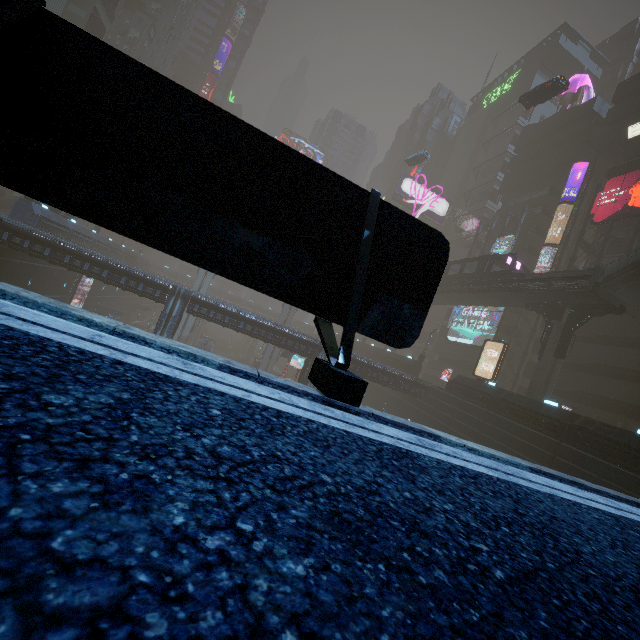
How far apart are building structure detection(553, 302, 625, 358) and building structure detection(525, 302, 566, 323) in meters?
0.7 m

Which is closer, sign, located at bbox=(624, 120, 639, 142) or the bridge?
the bridge

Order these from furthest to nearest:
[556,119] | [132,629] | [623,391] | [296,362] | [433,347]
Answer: [433,347]
[556,119]
[296,362]
[623,391]
[132,629]

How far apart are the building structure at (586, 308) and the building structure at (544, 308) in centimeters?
68cm

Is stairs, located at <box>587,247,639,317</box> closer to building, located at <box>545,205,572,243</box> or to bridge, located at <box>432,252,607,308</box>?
bridge, located at <box>432,252,607,308</box>

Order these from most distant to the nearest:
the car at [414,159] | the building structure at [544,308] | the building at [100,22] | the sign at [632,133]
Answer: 1. the car at [414,159]
2. the building at [100,22]
3. the sign at [632,133]
4. the building structure at [544,308]

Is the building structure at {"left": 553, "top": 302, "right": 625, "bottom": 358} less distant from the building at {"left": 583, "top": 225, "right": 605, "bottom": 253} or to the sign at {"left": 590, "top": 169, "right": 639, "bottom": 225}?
the building at {"left": 583, "top": 225, "right": 605, "bottom": 253}

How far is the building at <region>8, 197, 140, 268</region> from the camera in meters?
27.3 m
